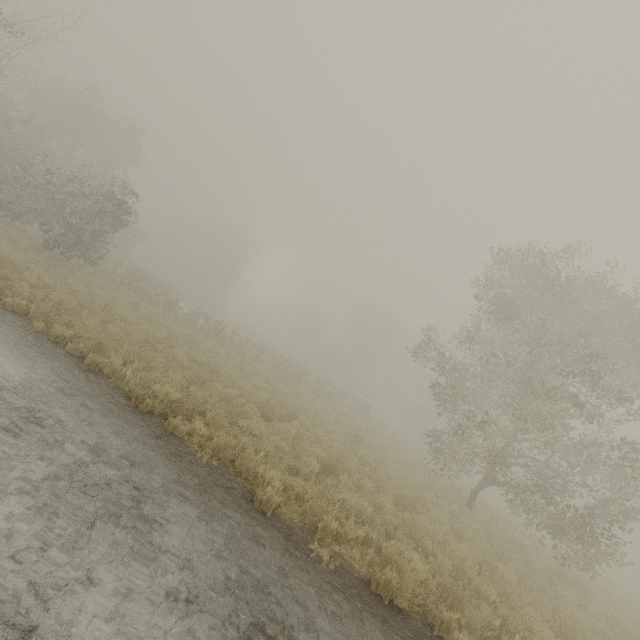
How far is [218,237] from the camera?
59.7m
